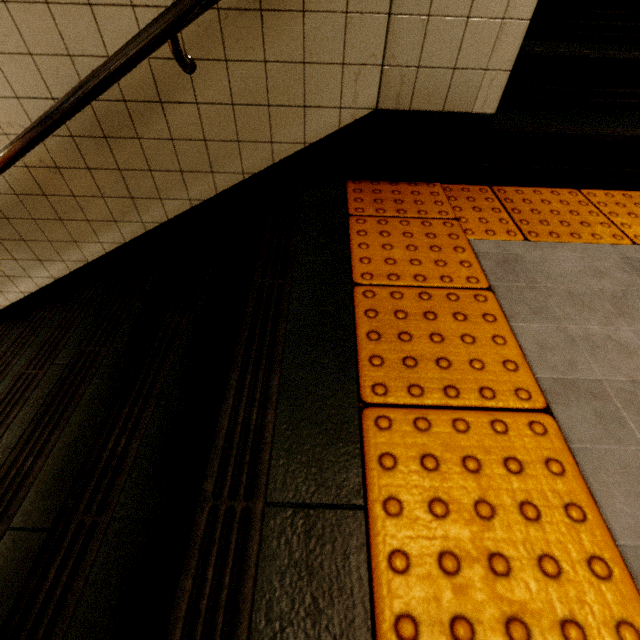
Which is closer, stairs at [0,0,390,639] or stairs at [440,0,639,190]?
stairs at [0,0,390,639]

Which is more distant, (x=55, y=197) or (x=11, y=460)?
(x=55, y=197)

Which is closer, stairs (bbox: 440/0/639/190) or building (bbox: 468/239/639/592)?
building (bbox: 468/239/639/592)

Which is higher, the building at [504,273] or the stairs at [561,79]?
the stairs at [561,79]

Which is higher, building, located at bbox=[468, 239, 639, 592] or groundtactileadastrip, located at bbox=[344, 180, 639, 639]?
groundtactileadastrip, located at bbox=[344, 180, 639, 639]

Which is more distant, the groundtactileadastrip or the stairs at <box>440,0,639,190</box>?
the stairs at <box>440,0,639,190</box>

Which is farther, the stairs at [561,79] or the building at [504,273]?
the stairs at [561,79]

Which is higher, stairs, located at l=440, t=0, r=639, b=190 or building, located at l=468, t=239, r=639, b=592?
stairs, located at l=440, t=0, r=639, b=190
